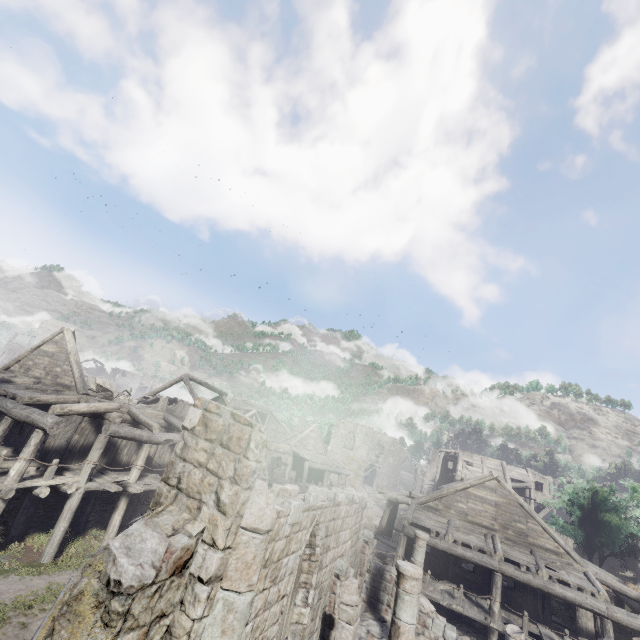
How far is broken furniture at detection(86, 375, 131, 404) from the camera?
17.2m

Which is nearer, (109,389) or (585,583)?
(585,583)

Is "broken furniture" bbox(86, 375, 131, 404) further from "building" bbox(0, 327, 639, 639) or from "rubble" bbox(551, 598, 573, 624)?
Result: "rubble" bbox(551, 598, 573, 624)

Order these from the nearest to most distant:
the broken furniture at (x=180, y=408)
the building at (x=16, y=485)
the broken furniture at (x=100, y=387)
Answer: the building at (x=16, y=485) → the broken furniture at (x=100, y=387) → the broken furniture at (x=180, y=408)

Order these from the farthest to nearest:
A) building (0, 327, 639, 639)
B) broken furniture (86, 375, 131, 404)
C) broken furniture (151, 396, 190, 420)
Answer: broken furniture (151, 396, 190, 420), broken furniture (86, 375, 131, 404), building (0, 327, 639, 639)

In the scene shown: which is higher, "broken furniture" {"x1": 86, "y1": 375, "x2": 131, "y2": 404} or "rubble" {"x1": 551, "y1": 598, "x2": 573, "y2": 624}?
"broken furniture" {"x1": 86, "y1": 375, "x2": 131, "y2": 404}

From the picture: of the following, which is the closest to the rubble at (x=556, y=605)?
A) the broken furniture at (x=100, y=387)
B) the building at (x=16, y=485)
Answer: the building at (x=16, y=485)
